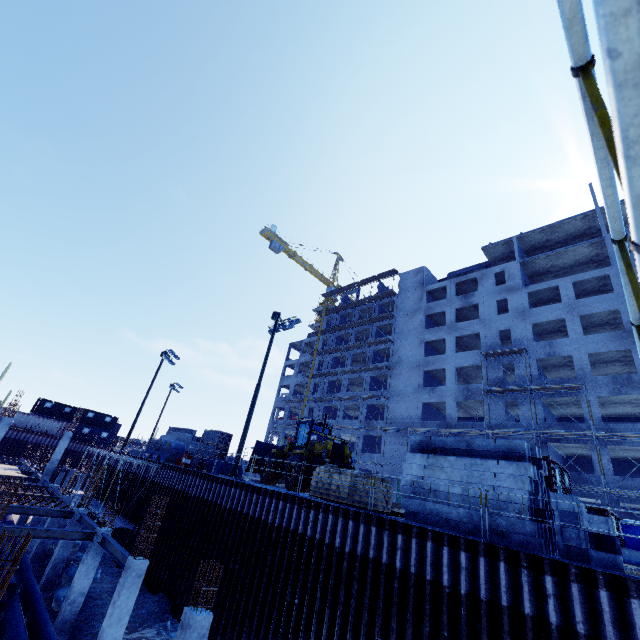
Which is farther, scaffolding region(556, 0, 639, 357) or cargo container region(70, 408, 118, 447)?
cargo container region(70, 408, 118, 447)

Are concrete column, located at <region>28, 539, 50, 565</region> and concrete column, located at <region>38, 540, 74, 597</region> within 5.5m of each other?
yes

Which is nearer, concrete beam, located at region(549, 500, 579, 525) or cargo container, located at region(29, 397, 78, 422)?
concrete beam, located at region(549, 500, 579, 525)

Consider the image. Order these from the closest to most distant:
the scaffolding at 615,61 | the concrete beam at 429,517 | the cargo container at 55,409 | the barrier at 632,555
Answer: the scaffolding at 615,61, the concrete beam at 429,517, the barrier at 632,555, the cargo container at 55,409

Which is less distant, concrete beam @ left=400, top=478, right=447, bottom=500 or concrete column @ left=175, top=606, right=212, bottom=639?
concrete column @ left=175, top=606, right=212, bottom=639

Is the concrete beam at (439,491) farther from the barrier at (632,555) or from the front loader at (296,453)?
the barrier at (632,555)

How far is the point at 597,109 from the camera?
0.6 meters

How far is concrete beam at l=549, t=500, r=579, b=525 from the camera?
8.20m
